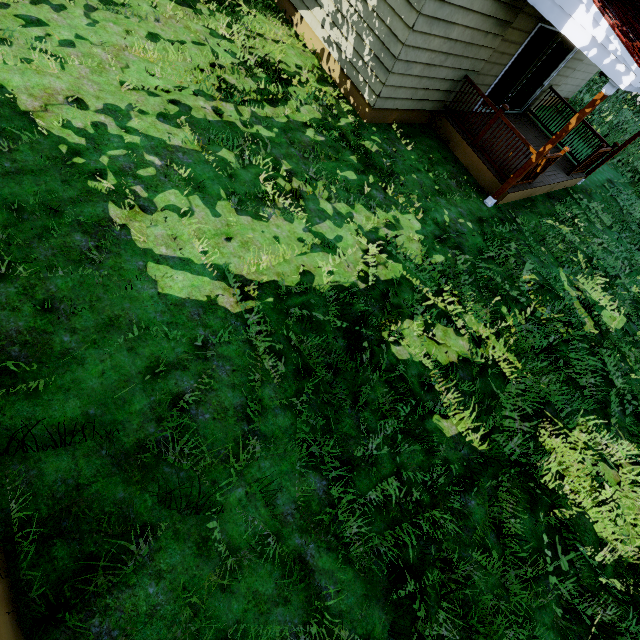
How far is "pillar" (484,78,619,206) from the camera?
5.7m

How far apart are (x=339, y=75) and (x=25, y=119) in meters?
6.5 m

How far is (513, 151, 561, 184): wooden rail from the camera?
7.4m

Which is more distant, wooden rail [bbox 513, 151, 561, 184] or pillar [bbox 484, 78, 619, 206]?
wooden rail [bbox 513, 151, 561, 184]

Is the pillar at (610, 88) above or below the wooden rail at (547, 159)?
above

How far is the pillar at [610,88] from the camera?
5.71m

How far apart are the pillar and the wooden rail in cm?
31

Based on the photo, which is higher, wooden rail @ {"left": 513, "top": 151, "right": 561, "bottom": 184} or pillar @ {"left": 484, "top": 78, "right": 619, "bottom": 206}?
pillar @ {"left": 484, "top": 78, "right": 619, "bottom": 206}
